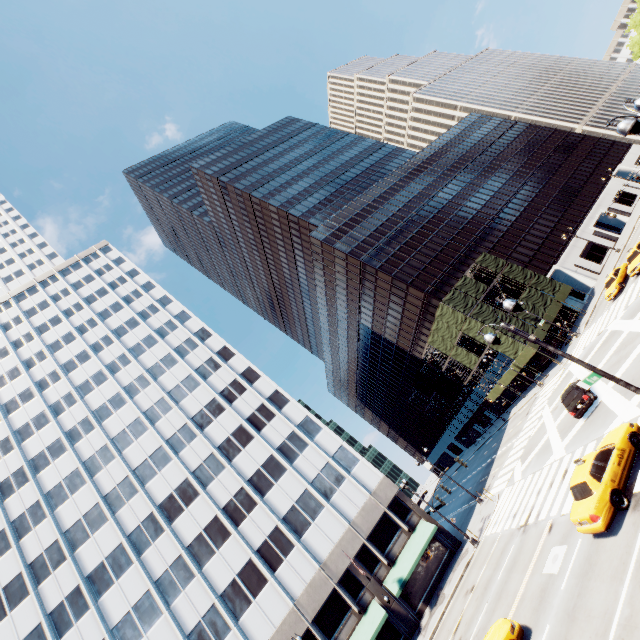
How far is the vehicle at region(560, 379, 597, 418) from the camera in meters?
21.0

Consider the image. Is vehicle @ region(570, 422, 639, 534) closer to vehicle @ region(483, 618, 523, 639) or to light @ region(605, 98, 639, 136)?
vehicle @ region(483, 618, 523, 639)

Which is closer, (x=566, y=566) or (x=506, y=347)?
(x=566, y=566)

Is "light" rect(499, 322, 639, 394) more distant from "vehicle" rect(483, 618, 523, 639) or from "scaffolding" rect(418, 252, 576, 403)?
"scaffolding" rect(418, 252, 576, 403)

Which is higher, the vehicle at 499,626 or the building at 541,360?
the building at 541,360

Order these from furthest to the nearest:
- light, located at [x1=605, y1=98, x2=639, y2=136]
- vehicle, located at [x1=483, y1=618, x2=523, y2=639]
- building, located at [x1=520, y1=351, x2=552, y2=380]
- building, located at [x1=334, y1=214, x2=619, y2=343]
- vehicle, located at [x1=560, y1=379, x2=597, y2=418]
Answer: building, located at [x1=334, y1=214, x2=619, y2=343] → building, located at [x1=520, y1=351, x2=552, y2=380] → vehicle, located at [x1=560, y1=379, x2=597, y2=418] → vehicle, located at [x1=483, y1=618, x2=523, y2=639] → light, located at [x1=605, y1=98, x2=639, y2=136]

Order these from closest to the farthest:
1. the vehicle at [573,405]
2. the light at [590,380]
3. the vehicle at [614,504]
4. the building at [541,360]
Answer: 1. the light at [590,380]
2. the vehicle at [614,504]
3. the vehicle at [573,405]
4. the building at [541,360]

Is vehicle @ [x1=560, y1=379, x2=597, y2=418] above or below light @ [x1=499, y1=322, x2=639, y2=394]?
below
